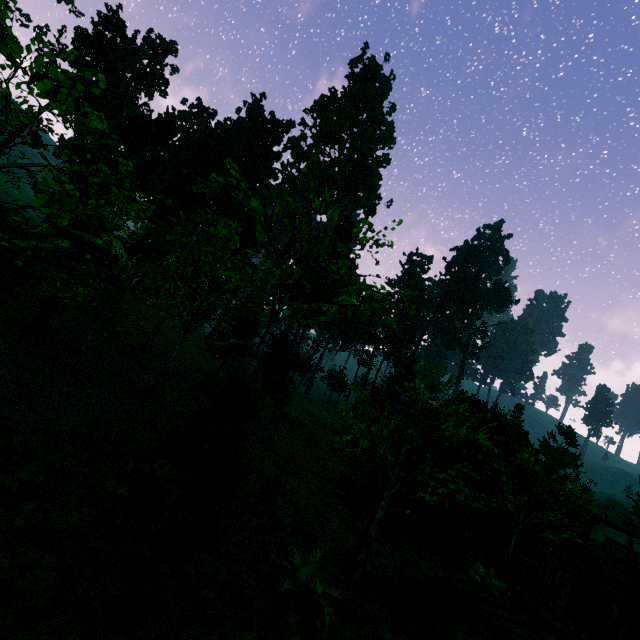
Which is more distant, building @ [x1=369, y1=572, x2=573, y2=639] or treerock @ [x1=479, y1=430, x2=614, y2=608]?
treerock @ [x1=479, y1=430, x2=614, y2=608]

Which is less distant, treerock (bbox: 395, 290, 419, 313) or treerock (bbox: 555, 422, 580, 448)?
treerock (bbox: 395, 290, 419, 313)

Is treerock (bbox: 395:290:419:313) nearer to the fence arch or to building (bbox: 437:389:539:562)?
building (bbox: 437:389:539:562)

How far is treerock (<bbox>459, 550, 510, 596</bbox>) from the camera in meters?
10.9 m

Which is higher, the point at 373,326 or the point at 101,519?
the point at 373,326

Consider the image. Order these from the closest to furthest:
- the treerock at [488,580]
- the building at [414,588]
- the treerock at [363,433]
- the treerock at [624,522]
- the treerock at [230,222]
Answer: the treerock at [230,222], the building at [414,588], the treerock at [363,433], the treerock at [488,580], the treerock at [624,522]

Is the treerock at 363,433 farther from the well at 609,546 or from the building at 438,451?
the well at 609,546
